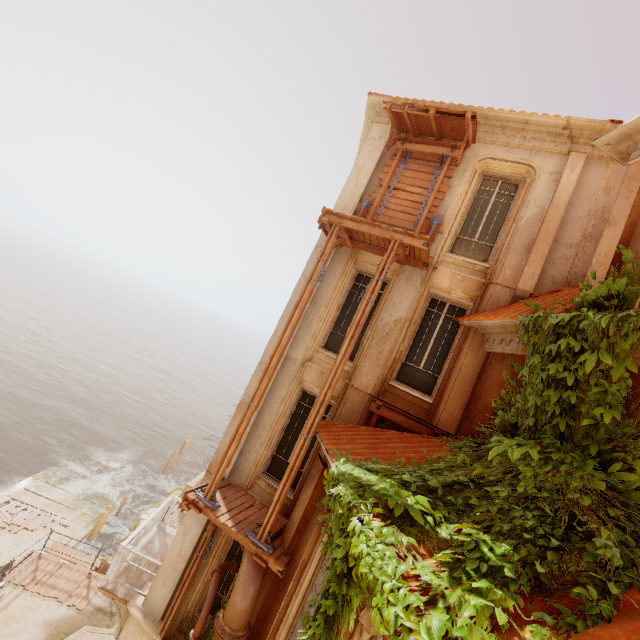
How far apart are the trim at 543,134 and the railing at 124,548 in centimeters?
1436cm

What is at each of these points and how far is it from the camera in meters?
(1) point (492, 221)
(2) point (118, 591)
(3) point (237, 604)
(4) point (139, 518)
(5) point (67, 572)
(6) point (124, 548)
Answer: (1) window, 8.9 m
(2) balcony, 8.7 m
(3) pipe, 6.1 m
(4) rock, 25.7 m
(5) wood, 13.5 m
(6) railing, 9.1 m

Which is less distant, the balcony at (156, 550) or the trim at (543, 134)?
the trim at (543, 134)

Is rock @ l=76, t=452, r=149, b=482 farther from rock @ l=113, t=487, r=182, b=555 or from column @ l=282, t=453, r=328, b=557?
column @ l=282, t=453, r=328, b=557

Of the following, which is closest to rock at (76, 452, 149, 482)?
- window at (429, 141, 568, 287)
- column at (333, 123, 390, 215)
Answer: column at (333, 123, 390, 215)

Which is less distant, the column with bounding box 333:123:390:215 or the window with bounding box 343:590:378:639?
the window with bounding box 343:590:378:639

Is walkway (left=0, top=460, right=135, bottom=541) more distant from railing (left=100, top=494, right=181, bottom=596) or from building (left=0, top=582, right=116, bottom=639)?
railing (left=100, top=494, right=181, bottom=596)

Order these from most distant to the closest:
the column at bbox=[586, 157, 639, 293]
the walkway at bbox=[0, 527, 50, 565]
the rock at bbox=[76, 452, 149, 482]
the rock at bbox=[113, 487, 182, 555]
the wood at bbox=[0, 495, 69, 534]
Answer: the rock at bbox=[76, 452, 149, 482] < the rock at bbox=[113, 487, 182, 555] < the wood at bbox=[0, 495, 69, 534] < the walkway at bbox=[0, 527, 50, 565] < the column at bbox=[586, 157, 639, 293]
